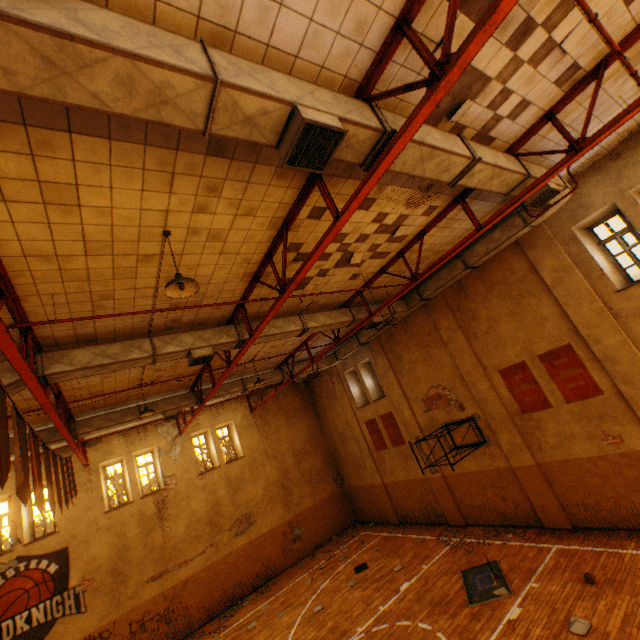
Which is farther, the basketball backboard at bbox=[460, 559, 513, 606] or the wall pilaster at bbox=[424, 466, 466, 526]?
the wall pilaster at bbox=[424, 466, 466, 526]

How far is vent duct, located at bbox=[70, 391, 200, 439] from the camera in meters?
10.7 m

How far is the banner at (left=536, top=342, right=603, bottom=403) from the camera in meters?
9.0

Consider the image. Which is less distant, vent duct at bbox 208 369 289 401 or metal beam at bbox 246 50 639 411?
metal beam at bbox 246 50 639 411

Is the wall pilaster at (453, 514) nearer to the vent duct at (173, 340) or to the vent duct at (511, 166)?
the vent duct at (511, 166)

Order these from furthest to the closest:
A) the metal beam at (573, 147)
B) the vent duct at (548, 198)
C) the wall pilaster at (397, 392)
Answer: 1. the wall pilaster at (397, 392)
2. the vent duct at (548, 198)
3. the metal beam at (573, 147)

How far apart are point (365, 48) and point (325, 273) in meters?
5.1 m

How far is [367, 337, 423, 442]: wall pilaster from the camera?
14.3 meters
